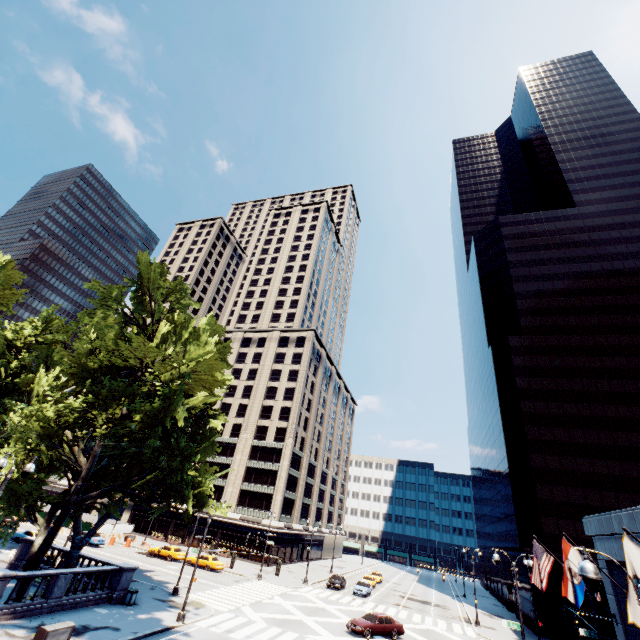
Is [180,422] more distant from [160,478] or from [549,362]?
[549,362]

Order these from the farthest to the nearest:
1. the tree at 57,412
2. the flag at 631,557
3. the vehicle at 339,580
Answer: the vehicle at 339,580, the tree at 57,412, the flag at 631,557

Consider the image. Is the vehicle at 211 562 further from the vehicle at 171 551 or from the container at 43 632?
the container at 43 632

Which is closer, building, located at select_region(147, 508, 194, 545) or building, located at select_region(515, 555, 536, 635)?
building, located at select_region(515, 555, 536, 635)

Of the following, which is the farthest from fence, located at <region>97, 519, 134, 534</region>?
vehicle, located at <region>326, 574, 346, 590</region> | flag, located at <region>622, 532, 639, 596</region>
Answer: flag, located at <region>622, 532, 639, 596</region>

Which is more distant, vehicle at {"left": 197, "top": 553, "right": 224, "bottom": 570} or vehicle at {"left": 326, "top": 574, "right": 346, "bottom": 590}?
vehicle at {"left": 326, "top": 574, "right": 346, "bottom": 590}

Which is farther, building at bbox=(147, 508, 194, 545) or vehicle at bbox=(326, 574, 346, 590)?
building at bbox=(147, 508, 194, 545)

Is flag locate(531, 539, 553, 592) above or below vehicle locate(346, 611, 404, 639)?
above
